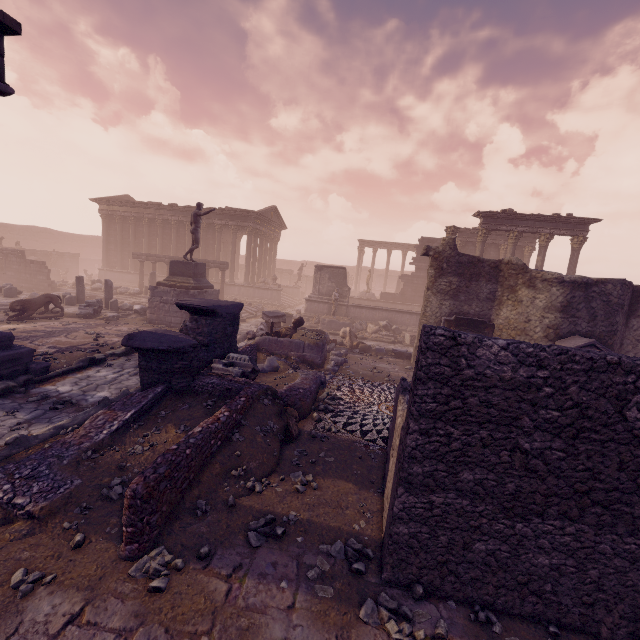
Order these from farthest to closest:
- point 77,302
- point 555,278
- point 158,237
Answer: point 158,237
point 77,302
point 555,278

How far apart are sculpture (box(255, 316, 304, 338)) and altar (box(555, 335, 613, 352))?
8.6m

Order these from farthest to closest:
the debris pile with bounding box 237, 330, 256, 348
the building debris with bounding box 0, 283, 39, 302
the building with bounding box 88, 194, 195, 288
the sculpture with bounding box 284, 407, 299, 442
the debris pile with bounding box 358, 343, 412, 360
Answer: the building with bounding box 88, 194, 195, 288 < the building debris with bounding box 0, 283, 39, 302 < the debris pile with bounding box 358, 343, 412, 360 < the debris pile with bounding box 237, 330, 256, 348 < the sculpture with bounding box 284, 407, 299, 442

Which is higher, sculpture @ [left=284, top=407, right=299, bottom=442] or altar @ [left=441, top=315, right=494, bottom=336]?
altar @ [left=441, top=315, right=494, bottom=336]

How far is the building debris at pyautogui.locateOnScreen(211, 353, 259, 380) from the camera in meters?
7.2 m

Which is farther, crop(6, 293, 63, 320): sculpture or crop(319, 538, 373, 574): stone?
crop(6, 293, 63, 320): sculpture

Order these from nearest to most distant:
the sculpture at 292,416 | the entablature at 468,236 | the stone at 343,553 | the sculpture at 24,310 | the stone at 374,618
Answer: the stone at 374,618 < the stone at 343,553 < the sculpture at 292,416 < the sculpture at 24,310 < the entablature at 468,236

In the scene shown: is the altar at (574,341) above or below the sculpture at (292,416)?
above
